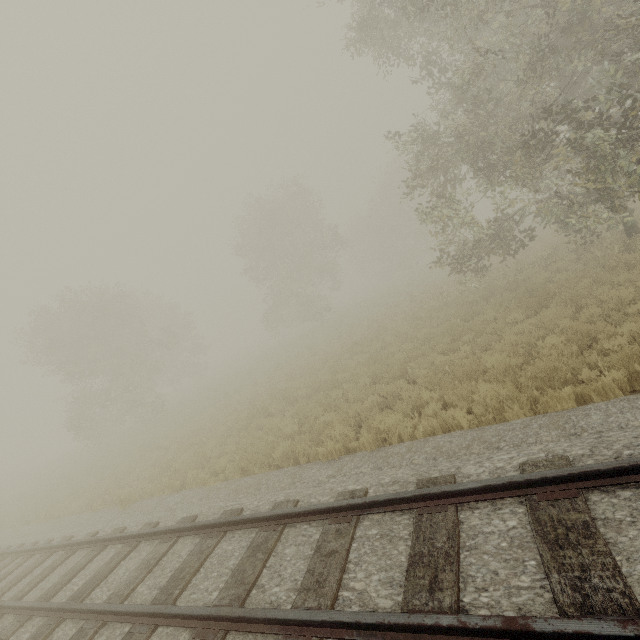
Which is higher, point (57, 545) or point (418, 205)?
point (418, 205)
